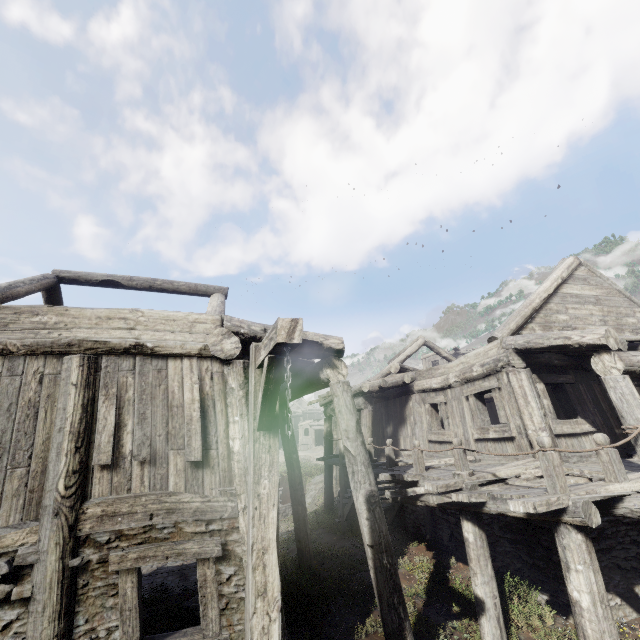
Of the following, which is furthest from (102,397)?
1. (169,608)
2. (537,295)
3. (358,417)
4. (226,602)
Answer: (537,295)

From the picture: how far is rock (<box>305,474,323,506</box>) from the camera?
24.5 meters

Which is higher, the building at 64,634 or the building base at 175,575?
the building at 64,634

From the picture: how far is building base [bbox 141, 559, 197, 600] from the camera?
9.32m

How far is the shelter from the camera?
24.7 meters

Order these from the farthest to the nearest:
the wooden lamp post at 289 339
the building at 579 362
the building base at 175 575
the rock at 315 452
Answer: the rock at 315 452 < the building base at 175 575 < the building at 579 362 < the wooden lamp post at 289 339

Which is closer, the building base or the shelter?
the building base

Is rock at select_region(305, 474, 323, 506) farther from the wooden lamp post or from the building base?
the wooden lamp post
